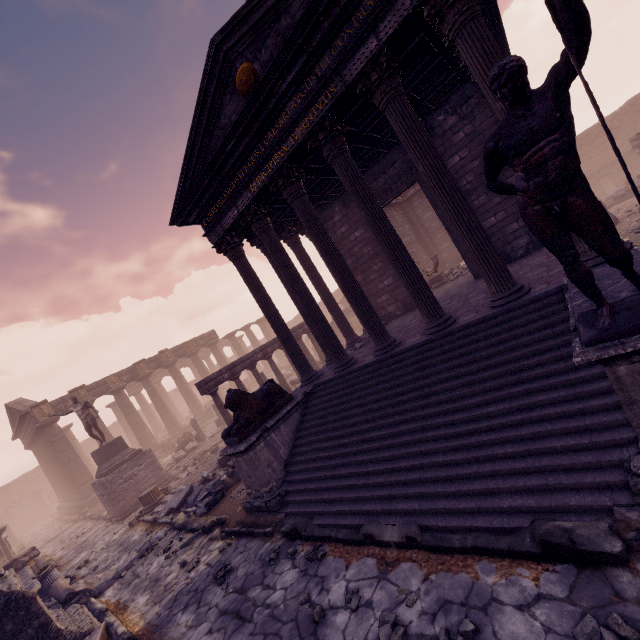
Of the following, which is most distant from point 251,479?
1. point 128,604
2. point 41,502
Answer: point 41,502

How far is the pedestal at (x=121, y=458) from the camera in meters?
15.0

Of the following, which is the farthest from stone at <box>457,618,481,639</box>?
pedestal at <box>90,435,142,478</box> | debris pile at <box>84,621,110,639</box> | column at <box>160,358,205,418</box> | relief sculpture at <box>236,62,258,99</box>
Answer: column at <box>160,358,205,418</box>

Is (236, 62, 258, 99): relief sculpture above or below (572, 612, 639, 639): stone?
above

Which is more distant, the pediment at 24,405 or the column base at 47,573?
the pediment at 24,405

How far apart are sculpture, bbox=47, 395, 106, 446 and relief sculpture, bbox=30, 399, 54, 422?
7.81m

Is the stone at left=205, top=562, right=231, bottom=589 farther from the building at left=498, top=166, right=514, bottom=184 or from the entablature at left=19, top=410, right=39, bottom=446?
the entablature at left=19, top=410, right=39, bottom=446

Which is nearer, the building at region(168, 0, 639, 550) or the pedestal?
the building at region(168, 0, 639, 550)
